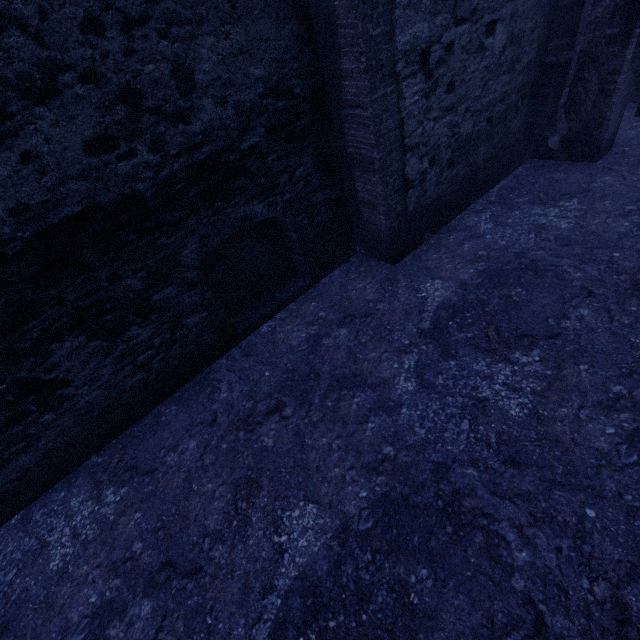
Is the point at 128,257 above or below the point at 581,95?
above
